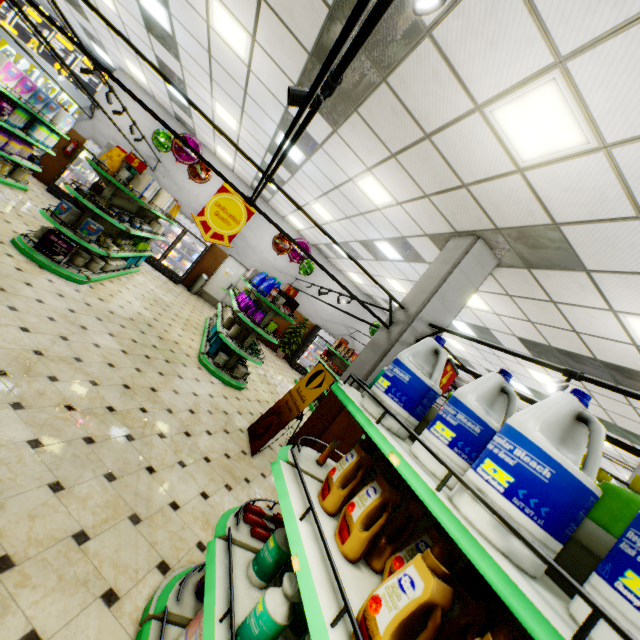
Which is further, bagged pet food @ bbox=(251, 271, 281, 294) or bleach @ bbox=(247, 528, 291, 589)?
bagged pet food @ bbox=(251, 271, 281, 294)

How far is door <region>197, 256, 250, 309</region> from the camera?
14.0m

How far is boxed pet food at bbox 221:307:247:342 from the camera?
7.2 meters

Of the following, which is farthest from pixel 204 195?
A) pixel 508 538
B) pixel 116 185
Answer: pixel 508 538

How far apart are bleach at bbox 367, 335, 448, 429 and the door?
13.1 meters

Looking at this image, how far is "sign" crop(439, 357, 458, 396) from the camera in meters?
2.1

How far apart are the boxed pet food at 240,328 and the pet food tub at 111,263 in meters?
2.6

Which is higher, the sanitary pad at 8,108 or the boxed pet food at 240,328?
the sanitary pad at 8,108
